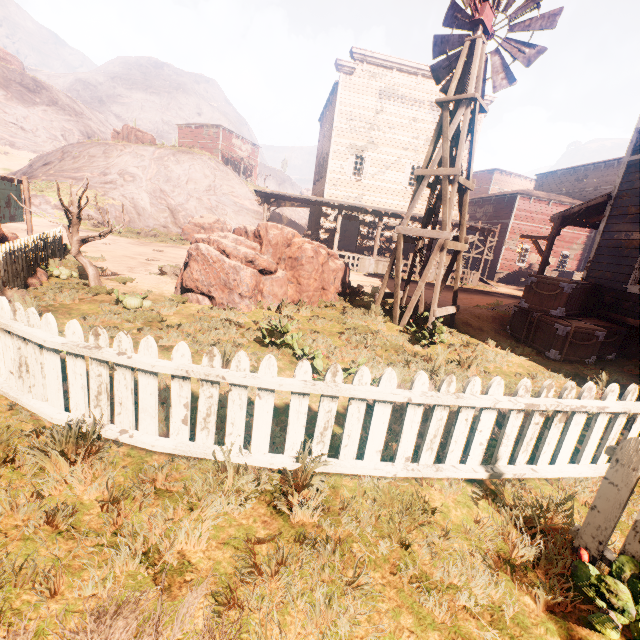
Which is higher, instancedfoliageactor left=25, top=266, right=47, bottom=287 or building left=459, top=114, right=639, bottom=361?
building left=459, top=114, right=639, bottom=361

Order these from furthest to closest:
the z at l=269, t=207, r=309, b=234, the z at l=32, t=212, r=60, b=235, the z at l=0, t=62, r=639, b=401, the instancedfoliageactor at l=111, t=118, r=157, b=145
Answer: the z at l=269, t=207, r=309, b=234
the instancedfoliageactor at l=111, t=118, r=157, b=145
the z at l=32, t=212, r=60, b=235
the z at l=0, t=62, r=639, b=401

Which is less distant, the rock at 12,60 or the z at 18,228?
the z at 18,228

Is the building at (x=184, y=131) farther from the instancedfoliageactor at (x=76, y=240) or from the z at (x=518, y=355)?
the instancedfoliageactor at (x=76, y=240)

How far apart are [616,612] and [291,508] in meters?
2.1 m

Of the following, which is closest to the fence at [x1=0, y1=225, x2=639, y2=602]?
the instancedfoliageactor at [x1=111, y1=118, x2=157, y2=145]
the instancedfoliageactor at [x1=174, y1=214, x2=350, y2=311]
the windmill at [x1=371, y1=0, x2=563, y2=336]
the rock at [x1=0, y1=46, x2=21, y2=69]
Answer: the instancedfoliageactor at [x1=174, y1=214, x2=350, y2=311]

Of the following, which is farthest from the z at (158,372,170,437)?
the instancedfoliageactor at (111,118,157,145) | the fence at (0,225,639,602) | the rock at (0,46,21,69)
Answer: the rock at (0,46,21,69)

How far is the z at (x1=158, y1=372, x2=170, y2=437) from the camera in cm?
310
